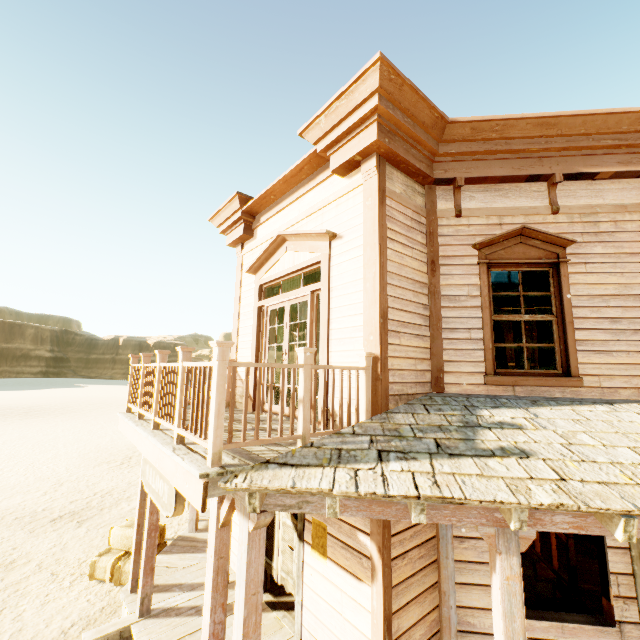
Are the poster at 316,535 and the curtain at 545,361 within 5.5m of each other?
yes

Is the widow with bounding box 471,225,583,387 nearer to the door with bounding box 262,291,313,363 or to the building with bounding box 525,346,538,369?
the building with bounding box 525,346,538,369

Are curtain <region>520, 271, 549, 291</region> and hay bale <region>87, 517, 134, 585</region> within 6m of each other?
no

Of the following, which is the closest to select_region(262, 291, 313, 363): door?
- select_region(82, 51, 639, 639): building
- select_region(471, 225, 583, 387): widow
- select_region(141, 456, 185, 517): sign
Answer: select_region(82, 51, 639, 639): building

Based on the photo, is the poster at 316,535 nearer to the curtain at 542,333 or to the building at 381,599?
the building at 381,599

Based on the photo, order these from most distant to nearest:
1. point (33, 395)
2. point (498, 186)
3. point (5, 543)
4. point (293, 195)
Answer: point (33, 395) < point (5, 543) < point (293, 195) < point (498, 186)

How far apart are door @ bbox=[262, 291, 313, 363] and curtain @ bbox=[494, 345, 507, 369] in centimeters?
256cm

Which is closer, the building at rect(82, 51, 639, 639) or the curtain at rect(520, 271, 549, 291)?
the building at rect(82, 51, 639, 639)
